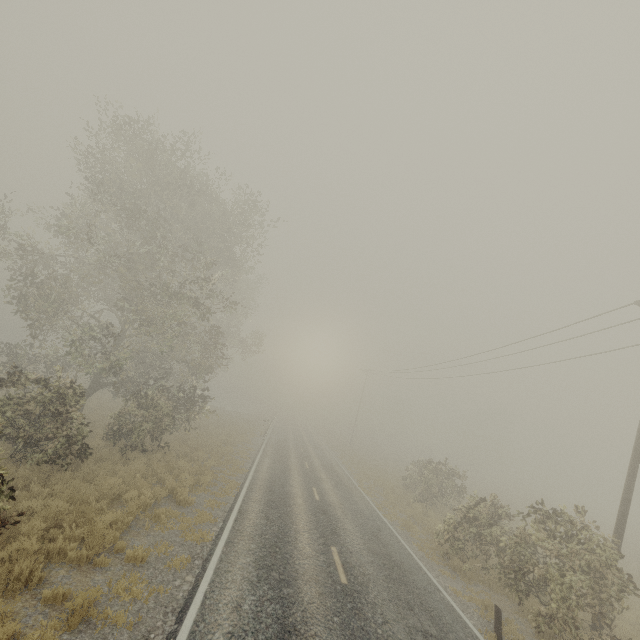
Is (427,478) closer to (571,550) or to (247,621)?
(571,550)

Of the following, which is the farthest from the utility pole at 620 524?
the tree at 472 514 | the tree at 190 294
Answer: the tree at 190 294

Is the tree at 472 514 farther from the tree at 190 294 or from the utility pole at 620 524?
the tree at 190 294

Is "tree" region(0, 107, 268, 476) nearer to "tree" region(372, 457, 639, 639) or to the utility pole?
"tree" region(372, 457, 639, 639)

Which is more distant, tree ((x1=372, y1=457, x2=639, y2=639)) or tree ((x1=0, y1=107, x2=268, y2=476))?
tree ((x1=0, y1=107, x2=268, y2=476))

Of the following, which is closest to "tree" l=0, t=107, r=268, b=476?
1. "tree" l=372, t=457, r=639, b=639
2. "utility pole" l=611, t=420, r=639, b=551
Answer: "tree" l=372, t=457, r=639, b=639

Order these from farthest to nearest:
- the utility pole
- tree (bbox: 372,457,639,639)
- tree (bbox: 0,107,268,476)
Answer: tree (bbox: 0,107,268,476), the utility pole, tree (bbox: 372,457,639,639)
